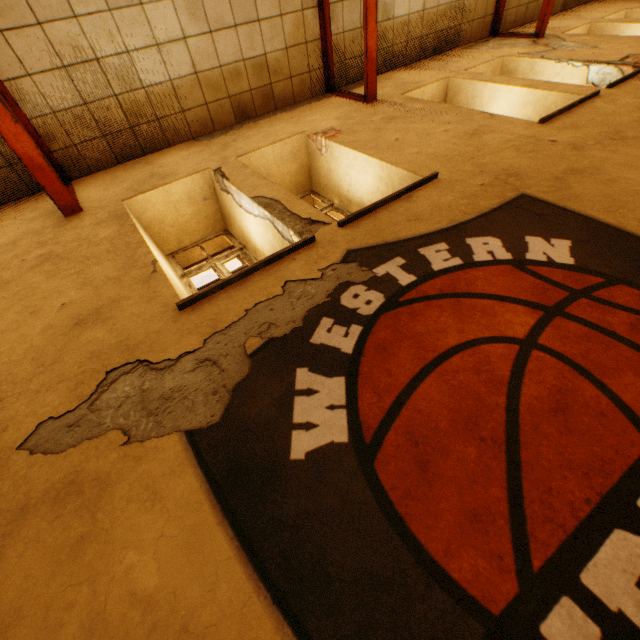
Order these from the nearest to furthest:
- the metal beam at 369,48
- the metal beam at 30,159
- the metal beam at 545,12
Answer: the metal beam at 30,159, the metal beam at 369,48, the metal beam at 545,12

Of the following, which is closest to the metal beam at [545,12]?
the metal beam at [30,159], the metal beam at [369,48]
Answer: the metal beam at [369,48]

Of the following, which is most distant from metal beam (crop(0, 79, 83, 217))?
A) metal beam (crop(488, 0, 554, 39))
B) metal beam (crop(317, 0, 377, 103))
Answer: metal beam (crop(488, 0, 554, 39))

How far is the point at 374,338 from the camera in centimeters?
177cm

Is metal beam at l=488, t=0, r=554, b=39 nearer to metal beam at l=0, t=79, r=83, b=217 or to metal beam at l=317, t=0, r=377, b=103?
metal beam at l=317, t=0, r=377, b=103

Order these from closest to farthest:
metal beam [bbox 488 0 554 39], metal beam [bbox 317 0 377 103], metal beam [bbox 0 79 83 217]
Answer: metal beam [bbox 0 79 83 217], metal beam [bbox 317 0 377 103], metal beam [bbox 488 0 554 39]
